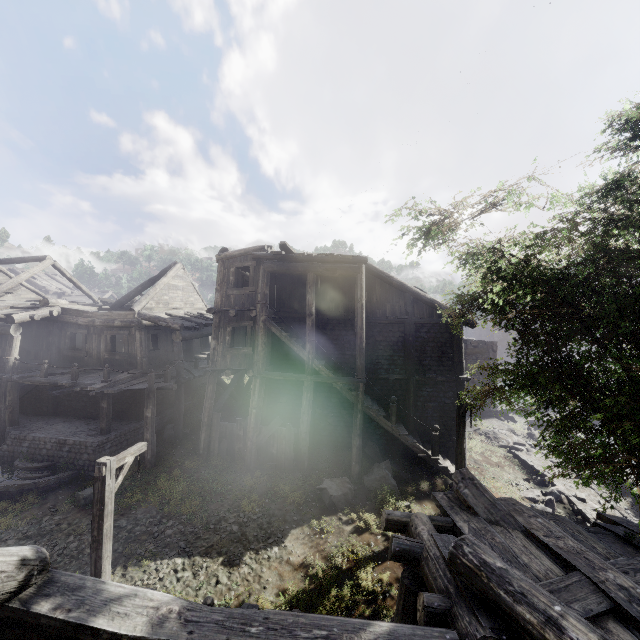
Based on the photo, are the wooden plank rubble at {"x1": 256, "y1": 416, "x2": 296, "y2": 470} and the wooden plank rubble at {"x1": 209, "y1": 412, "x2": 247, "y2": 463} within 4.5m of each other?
yes

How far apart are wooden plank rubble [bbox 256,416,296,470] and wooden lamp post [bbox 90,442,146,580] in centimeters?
659cm

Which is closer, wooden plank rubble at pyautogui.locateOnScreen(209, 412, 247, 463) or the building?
the building

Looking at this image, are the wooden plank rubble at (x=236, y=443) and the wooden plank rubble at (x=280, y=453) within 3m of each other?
yes

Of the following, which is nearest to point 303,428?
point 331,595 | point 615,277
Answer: point 331,595

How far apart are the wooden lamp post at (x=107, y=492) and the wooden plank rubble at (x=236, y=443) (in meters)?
6.46

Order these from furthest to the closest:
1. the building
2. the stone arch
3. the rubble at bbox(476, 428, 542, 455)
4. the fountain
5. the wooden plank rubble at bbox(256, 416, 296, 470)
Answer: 1. the stone arch
2. the rubble at bbox(476, 428, 542, 455)
3. the wooden plank rubble at bbox(256, 416, 296, 470)
4. the fountain
5. the building

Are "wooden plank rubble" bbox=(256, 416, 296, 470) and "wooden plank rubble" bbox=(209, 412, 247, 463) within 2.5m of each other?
yes
